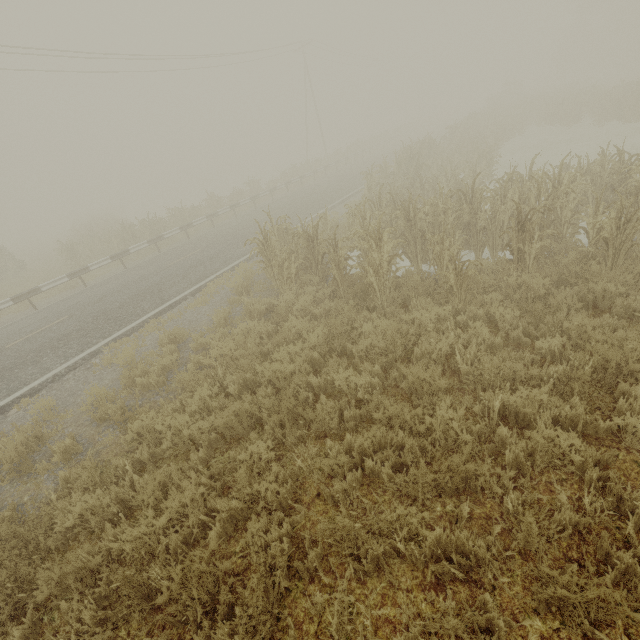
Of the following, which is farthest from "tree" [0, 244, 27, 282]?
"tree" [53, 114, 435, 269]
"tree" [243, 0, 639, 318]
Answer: "tree" [243, 0, 639, 318]

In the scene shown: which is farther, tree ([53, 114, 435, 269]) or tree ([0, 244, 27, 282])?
tree ([0, 244, 27, 282])

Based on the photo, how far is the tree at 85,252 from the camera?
17.8 meters

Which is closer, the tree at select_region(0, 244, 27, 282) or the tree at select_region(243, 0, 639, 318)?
the tree at select_region(243, 0, 639, 318)

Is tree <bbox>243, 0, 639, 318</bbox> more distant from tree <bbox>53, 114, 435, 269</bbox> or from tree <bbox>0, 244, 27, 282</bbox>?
tree <bbox>0, 244, 27, 282</bbox>

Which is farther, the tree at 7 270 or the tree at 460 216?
the tree at 7 270

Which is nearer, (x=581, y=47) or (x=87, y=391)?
(x=87, y=391)

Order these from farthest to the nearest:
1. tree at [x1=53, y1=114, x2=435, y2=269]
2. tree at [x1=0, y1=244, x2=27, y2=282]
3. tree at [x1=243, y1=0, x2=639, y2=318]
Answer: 1. tree at [x1=0, y1=244, x2=27, y2=282]
2. tree at [x1=53, y1=114, x2=435, y2=269]
3. tree at [x1=243, y1=0, x2=639, y2=318]
